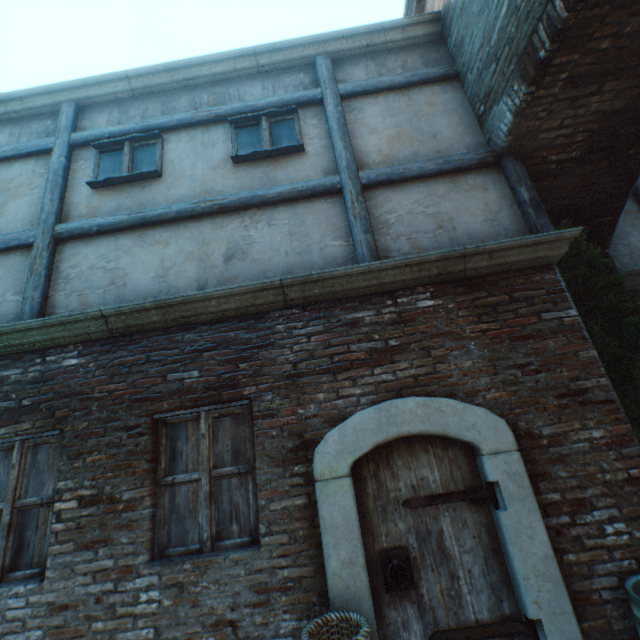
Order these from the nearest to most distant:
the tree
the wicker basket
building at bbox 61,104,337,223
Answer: the wicker basket < the tree < building at bbox 61,104,337,223

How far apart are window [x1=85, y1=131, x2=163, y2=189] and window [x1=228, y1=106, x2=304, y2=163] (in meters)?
0.96

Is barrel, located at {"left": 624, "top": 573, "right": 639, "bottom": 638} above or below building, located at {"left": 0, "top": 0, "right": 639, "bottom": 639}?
below

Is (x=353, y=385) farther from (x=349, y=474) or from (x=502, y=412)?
(x=502, y=412)

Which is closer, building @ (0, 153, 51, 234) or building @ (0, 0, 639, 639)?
building @ (0, 0, 639, 639)

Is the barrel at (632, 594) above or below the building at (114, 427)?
below

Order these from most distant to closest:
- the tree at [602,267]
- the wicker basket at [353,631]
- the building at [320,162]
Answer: the building at [320,162] < the tree at [602,267] < the wicker basket at [353,631]

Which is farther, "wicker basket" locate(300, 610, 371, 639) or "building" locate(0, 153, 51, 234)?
"building" locate(0, 153, 51, 234)
